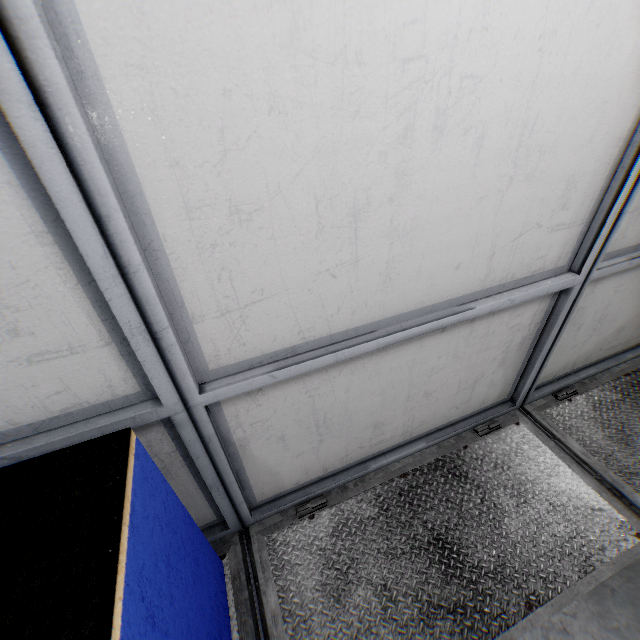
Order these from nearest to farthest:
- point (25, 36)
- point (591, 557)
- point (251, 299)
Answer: point (25, 36) < point (251, 299) < point (591, 557)
